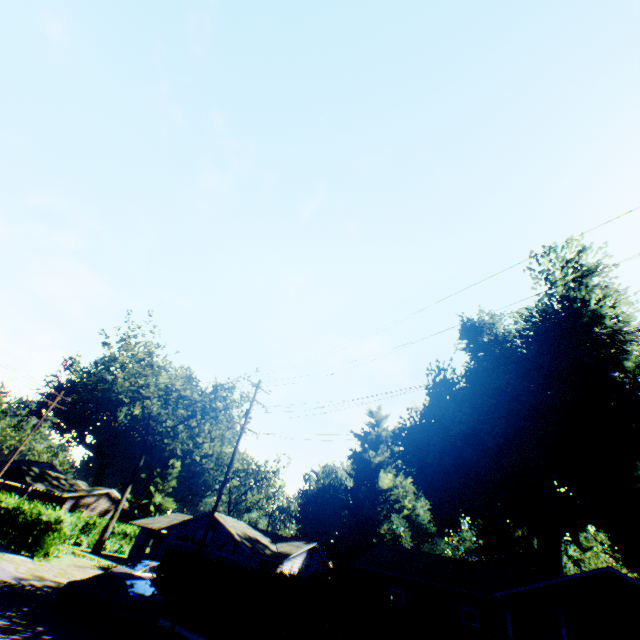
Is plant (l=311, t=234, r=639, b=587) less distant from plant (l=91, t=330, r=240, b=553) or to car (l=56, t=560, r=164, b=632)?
car (l=56, t=560, r=164, b=632)

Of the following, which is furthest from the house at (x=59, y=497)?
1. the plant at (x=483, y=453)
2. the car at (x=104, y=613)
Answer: the plant at (x=483, y=453)

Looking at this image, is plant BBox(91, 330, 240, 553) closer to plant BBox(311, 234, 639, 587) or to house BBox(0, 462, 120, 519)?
house BBox(0, 462, 120, 519)

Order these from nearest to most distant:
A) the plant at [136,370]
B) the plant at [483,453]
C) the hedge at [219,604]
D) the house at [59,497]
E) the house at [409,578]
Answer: the hedge at [219,604]
the house at [409,578]
the plant at [483,453]
the plant at [136,370]
the house at [59,497]

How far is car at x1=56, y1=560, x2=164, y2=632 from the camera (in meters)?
12.38

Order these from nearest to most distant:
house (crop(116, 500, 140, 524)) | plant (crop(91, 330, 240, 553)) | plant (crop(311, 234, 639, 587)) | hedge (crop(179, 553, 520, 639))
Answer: hedge (crop(179, 553, 520, 639)) < plant (crop(311, 234, 639, 587)) < plant (crop(91, 330, 240, 553)) < house (crop(116, 500, 140, 524))

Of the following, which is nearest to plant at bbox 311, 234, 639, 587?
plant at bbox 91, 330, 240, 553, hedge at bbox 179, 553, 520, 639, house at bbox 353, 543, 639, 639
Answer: hedge at bbox 179, 553, 520, 639

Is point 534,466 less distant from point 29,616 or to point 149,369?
point 29,616
